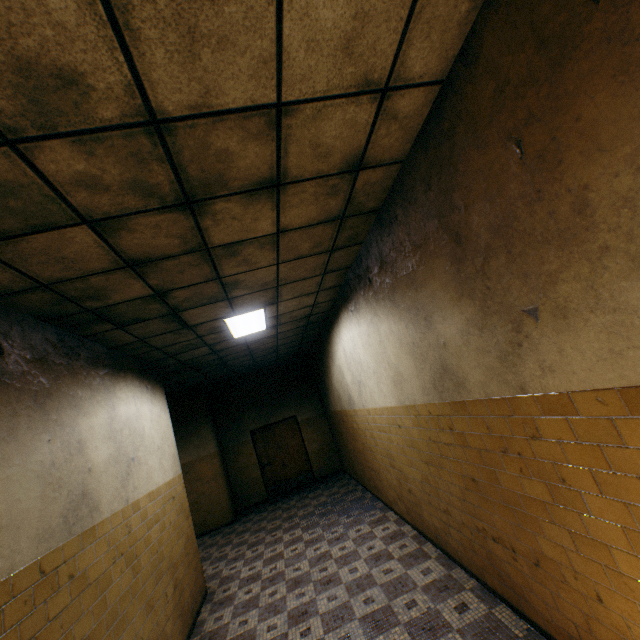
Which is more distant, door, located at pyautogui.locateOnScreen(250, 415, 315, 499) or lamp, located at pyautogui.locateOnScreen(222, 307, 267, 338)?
door, located at pyautogui.locateOnScreen(250, 415, 315, 499)

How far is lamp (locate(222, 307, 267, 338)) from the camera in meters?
5.0

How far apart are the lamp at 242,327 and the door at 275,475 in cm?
566

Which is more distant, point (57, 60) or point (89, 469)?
point (89, 469)

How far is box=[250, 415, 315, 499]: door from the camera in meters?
10.4

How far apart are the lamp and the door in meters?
5.7 m

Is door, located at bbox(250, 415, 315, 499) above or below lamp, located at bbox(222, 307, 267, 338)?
below

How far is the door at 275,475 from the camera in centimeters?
1039cm
